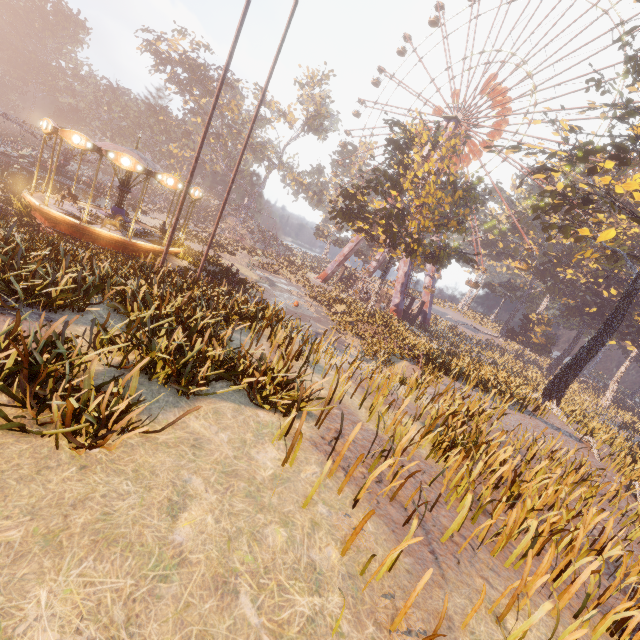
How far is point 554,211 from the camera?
25.1m

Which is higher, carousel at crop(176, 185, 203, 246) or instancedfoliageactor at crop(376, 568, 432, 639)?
carousel at crop(176, 185, 203, 246)

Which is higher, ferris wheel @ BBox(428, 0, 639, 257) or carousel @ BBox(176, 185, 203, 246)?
ferris wheel @ BBox(428, 0, 639, 257)

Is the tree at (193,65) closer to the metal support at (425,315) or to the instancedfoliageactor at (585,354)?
the metal support at (425,315)

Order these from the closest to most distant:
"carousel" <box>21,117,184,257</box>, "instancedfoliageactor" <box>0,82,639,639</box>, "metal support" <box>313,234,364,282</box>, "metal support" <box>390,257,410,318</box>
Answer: "instancedfoliageactor" <box>0,82,639,639</box> < "carousel" <box>21,117,184,257</box> < "metal support" <box>390,257,410,318</box> < "metal support" <box>313,234,364,282</box>

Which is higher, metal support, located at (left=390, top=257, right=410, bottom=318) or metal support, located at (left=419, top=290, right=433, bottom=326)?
metal support, located at (left=419, top=290, right=433, bottom=326)

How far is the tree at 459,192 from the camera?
25.9m

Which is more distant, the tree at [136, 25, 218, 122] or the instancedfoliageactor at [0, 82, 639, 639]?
the tree at [136, 25, 218, 122]
